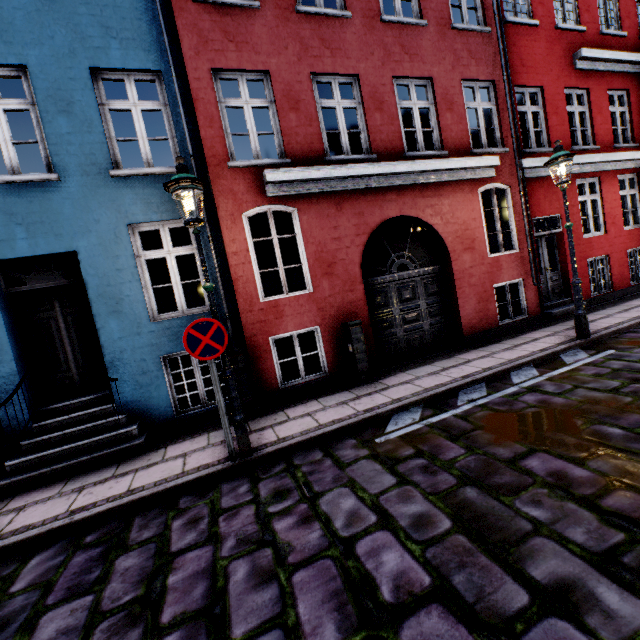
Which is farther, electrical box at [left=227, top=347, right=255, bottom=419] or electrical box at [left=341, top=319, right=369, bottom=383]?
electrical box at [left=341, top=319, right=369, bottom=383]

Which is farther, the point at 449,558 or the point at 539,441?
the point at 539,441

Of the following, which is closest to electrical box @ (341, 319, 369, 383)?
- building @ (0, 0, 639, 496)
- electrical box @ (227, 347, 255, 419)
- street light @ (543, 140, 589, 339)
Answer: building @ (0, 0, 639, 496)

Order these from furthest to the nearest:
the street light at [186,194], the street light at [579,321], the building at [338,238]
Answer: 1. the street light at [579,321]
2. the building at [338,238]
3. the street light at [186,194]

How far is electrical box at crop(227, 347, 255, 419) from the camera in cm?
572

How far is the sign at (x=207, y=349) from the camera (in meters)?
4.04

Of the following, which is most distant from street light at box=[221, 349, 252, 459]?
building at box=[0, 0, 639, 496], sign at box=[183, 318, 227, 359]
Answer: building at box=[0, 0, 639, 496]

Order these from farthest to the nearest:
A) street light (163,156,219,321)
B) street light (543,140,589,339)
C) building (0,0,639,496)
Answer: street light (543,140,589,339)
building (0,0,639,496)
street light (163,156,219,321)
